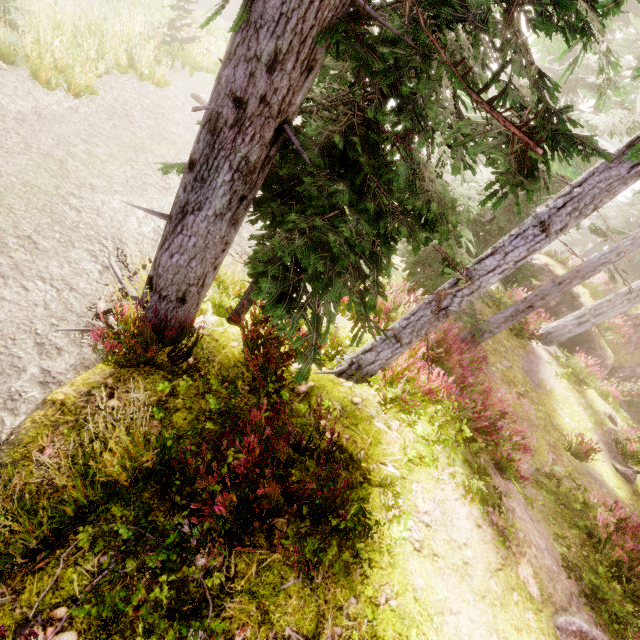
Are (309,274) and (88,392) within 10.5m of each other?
yes

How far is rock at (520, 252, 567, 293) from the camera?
15.8m

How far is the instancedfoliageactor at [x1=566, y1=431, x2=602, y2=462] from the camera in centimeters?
859cm

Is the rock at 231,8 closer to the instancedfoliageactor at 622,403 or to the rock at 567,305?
the instancedfoliageactor at 622,403

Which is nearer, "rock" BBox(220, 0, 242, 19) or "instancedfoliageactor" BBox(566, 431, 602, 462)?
"instancedfoliageactor" BBox(566, 431, 602, 462)

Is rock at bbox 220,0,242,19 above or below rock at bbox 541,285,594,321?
below

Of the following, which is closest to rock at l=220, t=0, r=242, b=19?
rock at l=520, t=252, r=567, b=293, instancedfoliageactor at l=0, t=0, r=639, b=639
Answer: instancedfoliageactor at l=0, t=0, r=639, b=639

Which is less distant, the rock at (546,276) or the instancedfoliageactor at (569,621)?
the instancedfoliageactor at (569,621)
